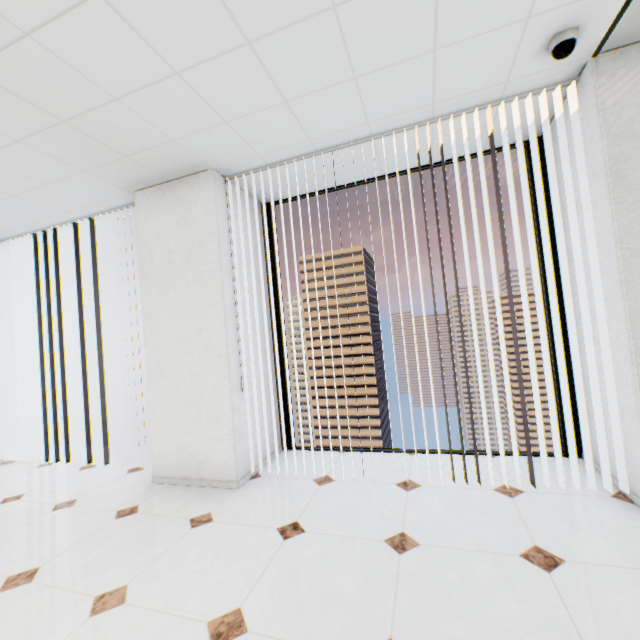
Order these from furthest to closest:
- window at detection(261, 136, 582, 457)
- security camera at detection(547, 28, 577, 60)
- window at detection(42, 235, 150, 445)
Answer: window at detection(42, 235, 150, 445), window at detection(261, 136, 582, 457), security camera at detection(547, 28, 577, 60)

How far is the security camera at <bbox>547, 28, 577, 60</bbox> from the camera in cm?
190

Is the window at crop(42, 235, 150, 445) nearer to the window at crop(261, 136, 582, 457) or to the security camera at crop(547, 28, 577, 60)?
the window at crop(261, 136, 582, 457)

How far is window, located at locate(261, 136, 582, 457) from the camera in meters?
2.9 m

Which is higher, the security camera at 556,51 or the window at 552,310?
the security camera at 556,51

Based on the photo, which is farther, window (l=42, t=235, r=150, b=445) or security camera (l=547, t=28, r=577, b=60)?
window (l=42, t=235, r=150, b=445)

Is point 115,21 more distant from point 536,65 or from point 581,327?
point 581,327

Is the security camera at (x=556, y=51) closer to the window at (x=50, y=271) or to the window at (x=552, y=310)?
the window at (x=552, y=310)
